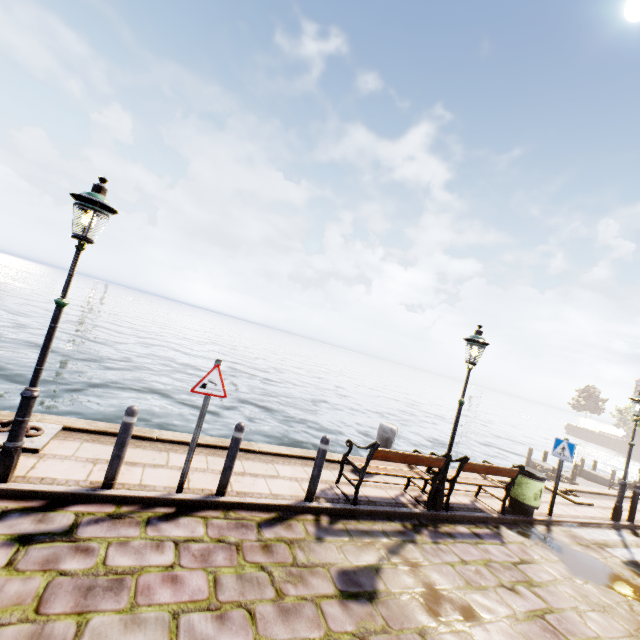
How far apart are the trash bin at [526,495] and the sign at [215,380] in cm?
732

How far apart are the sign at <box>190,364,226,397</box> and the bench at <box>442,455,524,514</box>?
5.0m

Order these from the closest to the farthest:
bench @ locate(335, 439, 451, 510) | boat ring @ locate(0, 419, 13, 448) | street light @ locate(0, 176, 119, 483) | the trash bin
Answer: street light @ locate(0, 176, 119, 483), boat ring @ locate(0, 419, 13, 448), bench @ locate(335, 439, 451, 510), the trash bin

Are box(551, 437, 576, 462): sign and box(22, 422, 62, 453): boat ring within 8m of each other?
no

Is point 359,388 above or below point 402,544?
below

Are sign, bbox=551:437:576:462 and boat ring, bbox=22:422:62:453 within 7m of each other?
→ no

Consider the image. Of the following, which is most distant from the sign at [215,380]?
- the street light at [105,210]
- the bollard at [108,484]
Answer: the street light at [105,210]

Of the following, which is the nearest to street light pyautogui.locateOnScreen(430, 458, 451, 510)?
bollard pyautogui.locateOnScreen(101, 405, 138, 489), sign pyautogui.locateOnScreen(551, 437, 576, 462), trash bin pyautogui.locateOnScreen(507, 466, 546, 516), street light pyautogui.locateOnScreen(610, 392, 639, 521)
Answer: trash bin pyautogui.locateOnScreen(507, 466, 546, 516)
